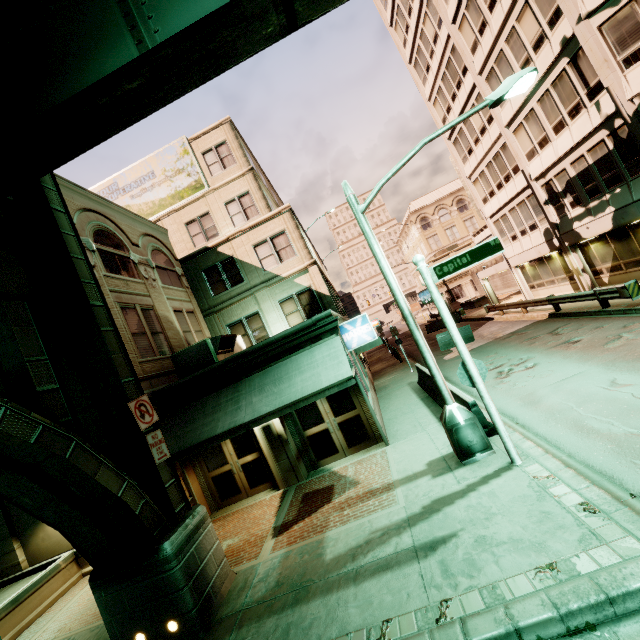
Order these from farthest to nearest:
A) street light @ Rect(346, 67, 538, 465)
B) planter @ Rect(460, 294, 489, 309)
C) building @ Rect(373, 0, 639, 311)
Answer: planter @ Rect(460, 294, 489, 309)
building @ Rect(373, 0, 639, 311)
street light @ Rect(346, 67, 538, 465)

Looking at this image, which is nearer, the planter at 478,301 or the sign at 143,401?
the sign at 143,401

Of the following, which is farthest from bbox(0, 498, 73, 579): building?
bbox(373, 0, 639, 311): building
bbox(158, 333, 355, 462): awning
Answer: bbox(373, 0, 639, 311): building

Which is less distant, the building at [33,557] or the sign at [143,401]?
the sign at [143,401]

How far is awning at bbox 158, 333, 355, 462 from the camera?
9.20m

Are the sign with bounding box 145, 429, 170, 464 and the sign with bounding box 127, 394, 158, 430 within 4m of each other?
yes

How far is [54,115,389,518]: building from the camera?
10.92m

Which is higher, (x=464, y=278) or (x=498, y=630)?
(x=464, y=278)
